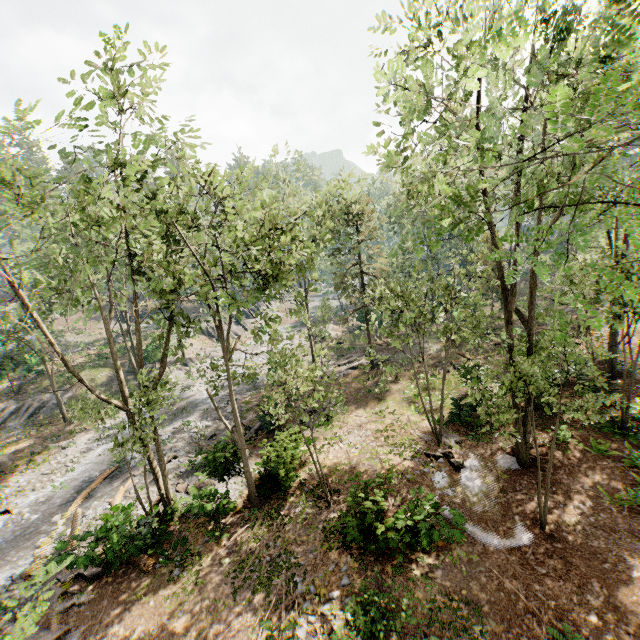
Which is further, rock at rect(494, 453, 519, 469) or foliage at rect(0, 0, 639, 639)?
rock at rect(494, 453, 519, 469)

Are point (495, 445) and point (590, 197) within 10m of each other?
no

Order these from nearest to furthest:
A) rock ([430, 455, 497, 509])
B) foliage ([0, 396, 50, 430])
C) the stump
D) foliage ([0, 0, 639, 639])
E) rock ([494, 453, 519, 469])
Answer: foliage ([0, 0, 639, 639])
rock ([430, 455, 497, 509])
rock ([494, 453, 519, 469])
the stump
foliage ([0, 396, 50, 430])

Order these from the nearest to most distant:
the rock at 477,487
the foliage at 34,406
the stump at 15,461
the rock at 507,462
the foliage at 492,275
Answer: the foliage at 492,275, the rock at 477,487, the rock at 507,462, the stump at 15,461, the foliage at 34,406

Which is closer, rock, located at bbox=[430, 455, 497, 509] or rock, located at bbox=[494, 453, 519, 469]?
rock, located at bbox=[430, 455, 497, 509]

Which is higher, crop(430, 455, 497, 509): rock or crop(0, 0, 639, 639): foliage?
crop(0, 0, 639, 639): foliage

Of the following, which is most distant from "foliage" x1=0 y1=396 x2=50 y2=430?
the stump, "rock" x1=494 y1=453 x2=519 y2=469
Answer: the stump

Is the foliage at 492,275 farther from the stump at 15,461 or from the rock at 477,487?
the stump at 15,461
